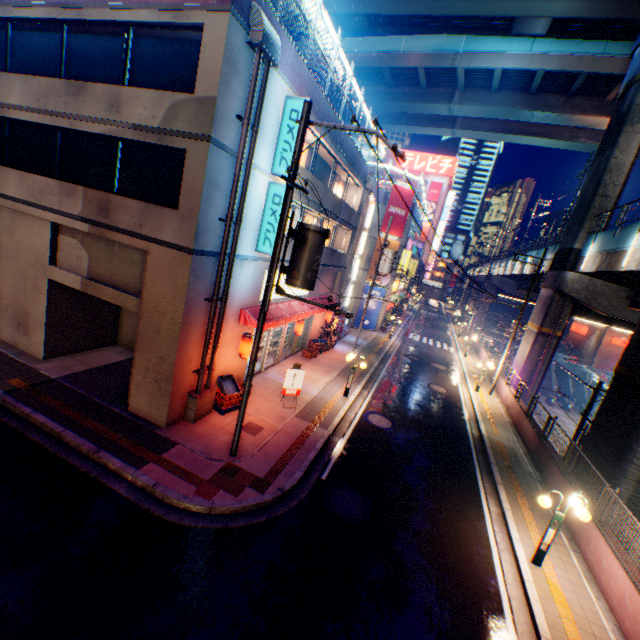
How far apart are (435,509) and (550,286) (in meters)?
20.42

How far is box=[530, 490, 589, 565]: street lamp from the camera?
7.9m

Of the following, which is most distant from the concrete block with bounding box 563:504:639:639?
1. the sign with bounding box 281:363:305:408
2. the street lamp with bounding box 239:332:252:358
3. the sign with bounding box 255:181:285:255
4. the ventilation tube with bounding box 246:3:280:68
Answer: the ventilation tube with bounding box 246:3:280:68

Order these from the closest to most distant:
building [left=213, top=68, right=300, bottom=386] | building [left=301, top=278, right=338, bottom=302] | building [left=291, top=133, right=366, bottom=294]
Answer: building [left=213, top=68, right=300, bottom=386] < building [left=291, top=133, right=366, bottom=294] < building [left=301, top=278, right=338, bottom=302]

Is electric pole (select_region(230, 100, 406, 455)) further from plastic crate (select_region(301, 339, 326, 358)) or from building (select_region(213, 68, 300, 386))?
plastic crate (select_region(301, 339, 326, 358))

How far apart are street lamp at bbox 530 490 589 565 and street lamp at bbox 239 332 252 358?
10.0m

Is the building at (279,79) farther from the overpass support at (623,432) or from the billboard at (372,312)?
the billboard at (372,312)

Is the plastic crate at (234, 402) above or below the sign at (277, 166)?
below
